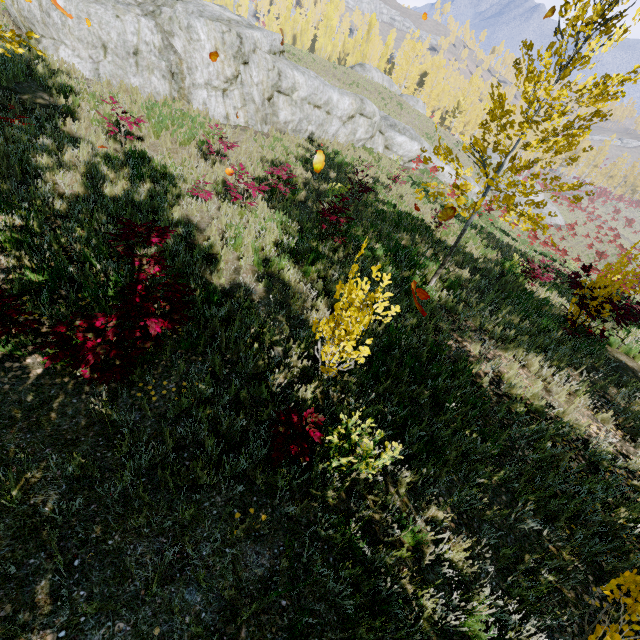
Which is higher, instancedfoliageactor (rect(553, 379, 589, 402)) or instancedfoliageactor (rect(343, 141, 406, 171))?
instancedfoliageactor (rect(343, 141, 406, 171))

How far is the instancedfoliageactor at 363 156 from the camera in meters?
14.9 m

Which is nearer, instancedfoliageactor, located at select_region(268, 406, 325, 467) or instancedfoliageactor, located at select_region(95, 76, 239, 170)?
instancedfoliageactor, located at select_region(268, 406, 325, 467)

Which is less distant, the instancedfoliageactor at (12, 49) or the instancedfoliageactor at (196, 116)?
the instancedfoliageactor at (12, 49)

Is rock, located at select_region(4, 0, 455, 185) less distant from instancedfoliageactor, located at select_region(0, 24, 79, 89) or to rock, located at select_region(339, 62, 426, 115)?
instancedfoliageactor, located at select_region(0, 24, 79, 89)

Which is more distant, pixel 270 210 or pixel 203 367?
pixel 270 210

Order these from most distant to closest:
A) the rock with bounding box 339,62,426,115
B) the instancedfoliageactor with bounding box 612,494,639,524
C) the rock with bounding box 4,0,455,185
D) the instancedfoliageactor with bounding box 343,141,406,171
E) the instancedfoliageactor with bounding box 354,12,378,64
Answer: the instancedfoliageactor with bounding box 354,12,378,64 < the rock with bounding box 339,62,426,115 < the instancedfoliageactor with bounding box 343,141,406,171 < the rock with bounding box 4,0,455,185 < the instancedfoliageactor with bounding box 612,494,639,524

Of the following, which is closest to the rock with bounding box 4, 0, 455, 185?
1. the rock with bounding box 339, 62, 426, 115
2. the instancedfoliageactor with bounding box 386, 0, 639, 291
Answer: the instancedfoliageactor with bounding box 386, 0, 639, 291
